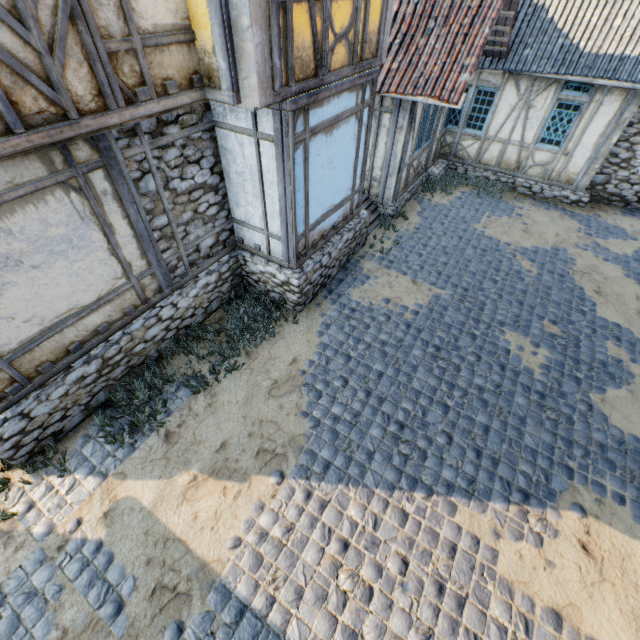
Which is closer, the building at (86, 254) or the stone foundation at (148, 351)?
the building at (86, 254)

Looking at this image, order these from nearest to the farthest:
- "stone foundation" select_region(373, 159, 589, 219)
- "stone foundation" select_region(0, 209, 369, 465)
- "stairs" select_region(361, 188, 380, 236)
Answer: "stone foundation" select_region(0, 209, 369, 465) → "stairs" select_region(361, 188, 380, 236) → "stone foundation" select_region(373, 159, 589, 219)

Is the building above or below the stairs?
above

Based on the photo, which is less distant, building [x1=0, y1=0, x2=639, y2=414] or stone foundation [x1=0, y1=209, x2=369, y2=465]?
building [x1=0, y1=0, x2=639, y2=414]

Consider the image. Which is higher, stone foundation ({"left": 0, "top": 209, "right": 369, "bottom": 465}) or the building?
the building

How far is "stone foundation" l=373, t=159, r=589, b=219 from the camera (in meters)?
10.29

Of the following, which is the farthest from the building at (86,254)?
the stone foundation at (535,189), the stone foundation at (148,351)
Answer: the stone foundation at (535,189)

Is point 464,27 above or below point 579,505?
above
